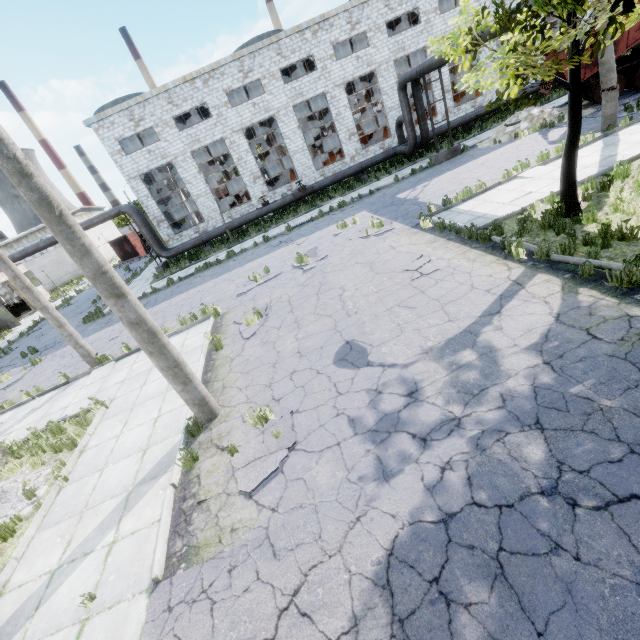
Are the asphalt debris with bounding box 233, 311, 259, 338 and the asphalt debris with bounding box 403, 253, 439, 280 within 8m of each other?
yes

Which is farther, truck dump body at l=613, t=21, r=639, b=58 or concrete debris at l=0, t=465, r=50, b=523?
truck dump body at l=613, t=21, r=639, b=58

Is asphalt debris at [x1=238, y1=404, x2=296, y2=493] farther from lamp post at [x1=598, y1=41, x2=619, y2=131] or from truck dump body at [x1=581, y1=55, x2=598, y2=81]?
truck dump body at [x1=581, y1=55, x2=598, y2=81]

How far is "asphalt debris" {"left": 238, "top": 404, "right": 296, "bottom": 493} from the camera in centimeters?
508cm

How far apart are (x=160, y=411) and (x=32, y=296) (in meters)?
7.40

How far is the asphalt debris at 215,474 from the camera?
5.27m

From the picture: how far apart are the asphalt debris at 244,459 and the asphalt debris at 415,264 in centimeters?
491cm

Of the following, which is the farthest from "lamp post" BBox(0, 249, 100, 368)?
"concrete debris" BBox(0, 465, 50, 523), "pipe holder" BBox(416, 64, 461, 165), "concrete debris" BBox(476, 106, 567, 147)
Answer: "concrete debris" BBox(476, 106, 567, 147)
